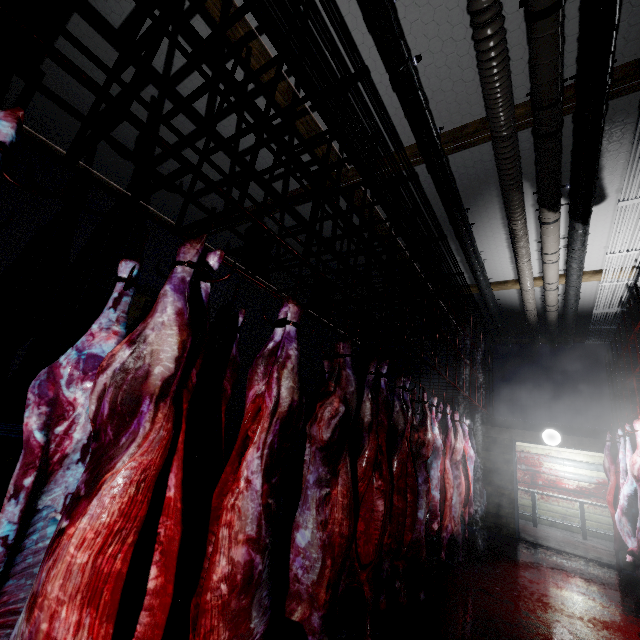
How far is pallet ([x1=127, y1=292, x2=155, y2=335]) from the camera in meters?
3.2 m

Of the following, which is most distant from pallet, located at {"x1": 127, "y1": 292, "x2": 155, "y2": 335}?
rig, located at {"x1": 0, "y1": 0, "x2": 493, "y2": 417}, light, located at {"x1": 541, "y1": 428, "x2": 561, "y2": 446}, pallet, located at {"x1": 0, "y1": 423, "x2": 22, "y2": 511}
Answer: light, located at {"x1": 541, "y1": 428, "x2": 561, "y2": 446}

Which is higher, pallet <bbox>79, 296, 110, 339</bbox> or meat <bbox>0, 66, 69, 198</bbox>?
pallet <bbox>79, 296, 110, 339</bbox>

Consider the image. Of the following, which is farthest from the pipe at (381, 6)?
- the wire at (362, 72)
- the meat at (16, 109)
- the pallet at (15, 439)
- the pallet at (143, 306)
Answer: the pallet at (15, 439)

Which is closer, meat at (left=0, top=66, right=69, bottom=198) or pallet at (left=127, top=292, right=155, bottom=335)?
meat at (left=0, top=66, right=69, bottom=198)

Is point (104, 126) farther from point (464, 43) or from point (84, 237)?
point (84, 237)

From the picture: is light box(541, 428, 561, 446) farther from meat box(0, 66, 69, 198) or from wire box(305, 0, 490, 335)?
meat box(0, 66, 69, 198)

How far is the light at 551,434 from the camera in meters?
6.4
